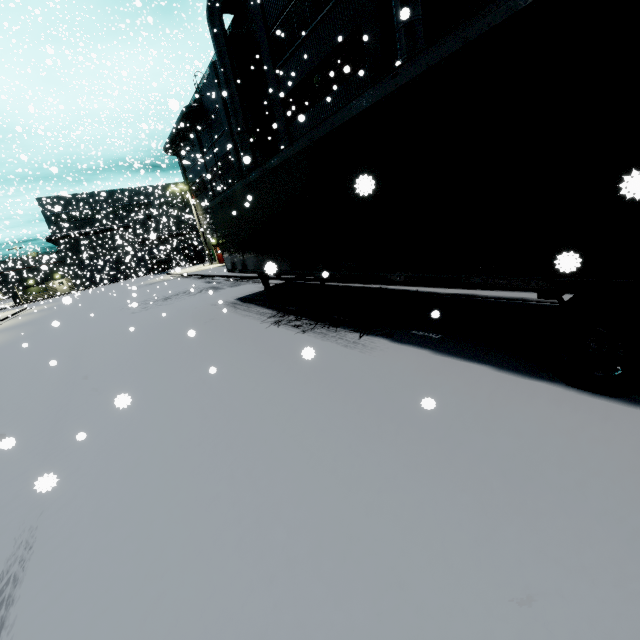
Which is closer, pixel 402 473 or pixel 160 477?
pixel 402 473

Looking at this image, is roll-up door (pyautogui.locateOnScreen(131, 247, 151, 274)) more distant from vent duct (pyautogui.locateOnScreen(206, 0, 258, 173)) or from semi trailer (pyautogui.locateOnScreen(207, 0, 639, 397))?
vent duct (pyautogui.locateOnScreen(206, 0, 258, 173))

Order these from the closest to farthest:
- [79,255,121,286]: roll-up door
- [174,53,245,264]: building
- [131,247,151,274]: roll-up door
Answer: [174,53,245,264]: building, [79,255,121,286]: roll-up door, [131,247,151,274]: roll-up door

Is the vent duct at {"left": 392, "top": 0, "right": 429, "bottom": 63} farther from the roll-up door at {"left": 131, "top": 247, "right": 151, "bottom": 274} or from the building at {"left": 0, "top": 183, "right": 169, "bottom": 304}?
the roll-up door at {"left": 131, "top": 247, "right": 151, "bottom": 274}

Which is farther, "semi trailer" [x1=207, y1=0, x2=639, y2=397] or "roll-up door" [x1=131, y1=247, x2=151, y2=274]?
"roll-up door" [x1=131, y1=247, x2=151, y2=274]

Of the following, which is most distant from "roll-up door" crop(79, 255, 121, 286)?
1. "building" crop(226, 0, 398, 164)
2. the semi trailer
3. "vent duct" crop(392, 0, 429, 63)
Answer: "vent duct" crop(392, 0, 429, 63)

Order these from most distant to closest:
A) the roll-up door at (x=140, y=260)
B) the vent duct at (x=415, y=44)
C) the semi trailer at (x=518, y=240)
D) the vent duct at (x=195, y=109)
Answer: the roll-up door at (x=140, y=260), the vent duct at (x=195, y=109), the vent duct at (x=415, y=44), the semi trailer at (x=518, y=240)

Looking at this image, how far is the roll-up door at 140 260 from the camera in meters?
45.4 m
